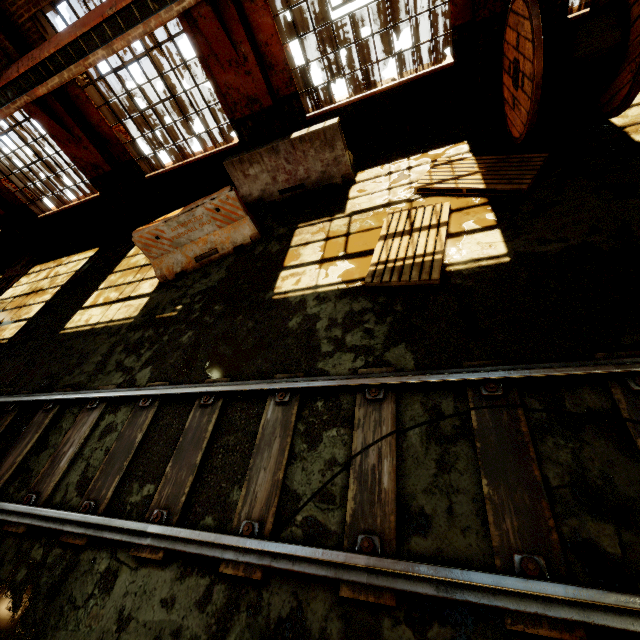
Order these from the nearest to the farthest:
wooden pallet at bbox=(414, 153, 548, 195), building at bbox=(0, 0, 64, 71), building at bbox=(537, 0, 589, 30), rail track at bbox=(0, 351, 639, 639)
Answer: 1. rail track at bbox=(0, 351, 639, 639)
2. wooden pallet at bbox=(414, 153, 548, 195)
3. building at bbox=(537, 0, 589, 30)
4. building at bbox=(0, 0, 64, 71)

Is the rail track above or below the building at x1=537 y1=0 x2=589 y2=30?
below

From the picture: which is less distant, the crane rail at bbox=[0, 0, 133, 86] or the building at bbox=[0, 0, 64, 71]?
the crane rail at bbox=[0, 0, 133, 86]

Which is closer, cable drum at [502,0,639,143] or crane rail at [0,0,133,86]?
cable drum at [502,0,639,143]

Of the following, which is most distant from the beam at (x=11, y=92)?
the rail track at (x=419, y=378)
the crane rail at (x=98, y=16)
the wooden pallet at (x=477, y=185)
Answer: the rail track at (x=419, y=378)

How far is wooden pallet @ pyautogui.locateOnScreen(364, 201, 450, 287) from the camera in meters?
4.0

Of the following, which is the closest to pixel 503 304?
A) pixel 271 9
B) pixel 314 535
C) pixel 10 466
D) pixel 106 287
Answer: pixel 314 535

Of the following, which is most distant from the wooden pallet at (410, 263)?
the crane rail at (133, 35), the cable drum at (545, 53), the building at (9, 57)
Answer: the crane rail at (133, 35)
